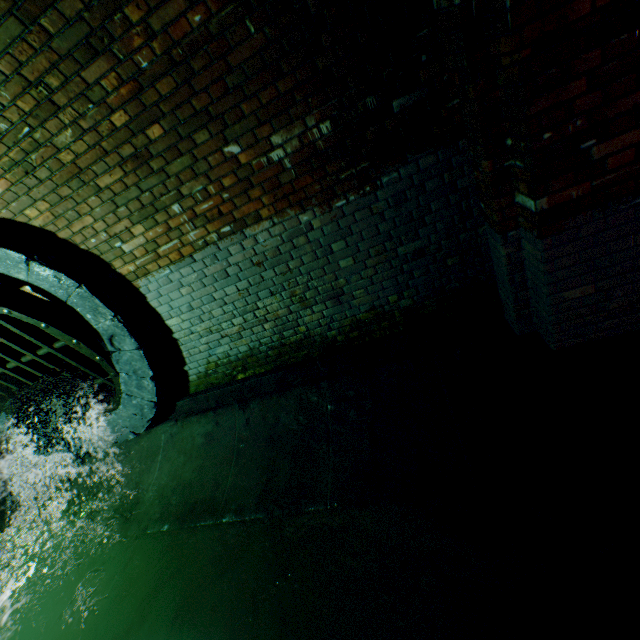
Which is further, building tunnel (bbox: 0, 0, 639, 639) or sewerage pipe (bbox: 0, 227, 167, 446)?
sewerage pipe (bbox: 0, 227, 167, 446)

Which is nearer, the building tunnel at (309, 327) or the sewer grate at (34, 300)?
the building tunnel at (309, 327)

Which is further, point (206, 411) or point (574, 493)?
point (206, 411)

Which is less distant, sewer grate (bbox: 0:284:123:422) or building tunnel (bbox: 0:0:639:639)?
building tunnel (bbox: 0:0:639:639)

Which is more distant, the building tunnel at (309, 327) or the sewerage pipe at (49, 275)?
the sewerage pipe at (49, 275)
